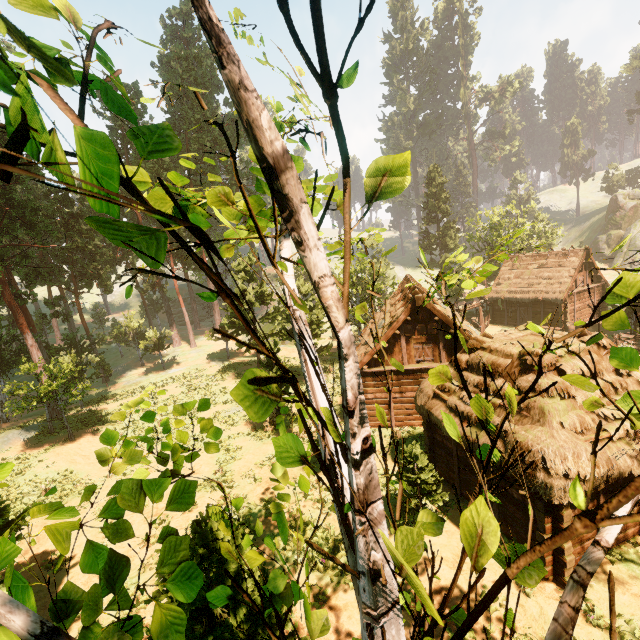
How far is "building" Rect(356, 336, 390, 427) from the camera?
18.6m

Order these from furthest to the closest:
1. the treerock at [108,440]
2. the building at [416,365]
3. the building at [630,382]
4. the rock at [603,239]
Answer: the rock at [603,239], the building at [416,365], the building at [630,382], the treerock at [108,440]

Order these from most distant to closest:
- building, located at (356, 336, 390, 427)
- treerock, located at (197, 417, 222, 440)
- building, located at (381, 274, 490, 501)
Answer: building, located at (356, 336, 390, 427), building, located at (381, 274, 490, 501), treerock, located at (197, 417, 222, 440)

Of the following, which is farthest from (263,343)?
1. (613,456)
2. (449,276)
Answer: (613,456)

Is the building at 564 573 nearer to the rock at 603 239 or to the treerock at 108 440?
the treerock at 108 440

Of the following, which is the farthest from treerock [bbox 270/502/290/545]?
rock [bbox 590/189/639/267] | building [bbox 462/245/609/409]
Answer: rock [bbox 590/189/639/267]
